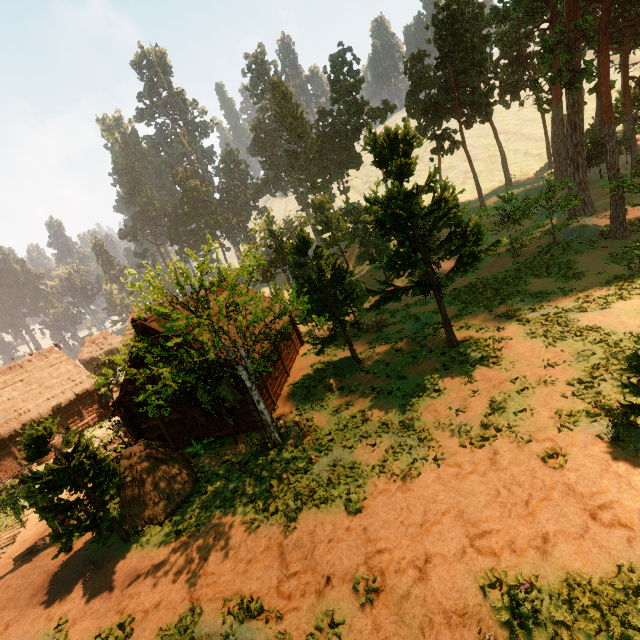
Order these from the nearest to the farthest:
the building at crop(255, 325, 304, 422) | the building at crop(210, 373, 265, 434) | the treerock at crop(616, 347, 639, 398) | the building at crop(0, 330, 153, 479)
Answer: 1. the treerock at crop(616, 347, 639, 398)
2. the building at crop(210, 373, 265, 434)
3. the building at crop(255, 325, 304, 422)
4. the building at crop(0, 330, 153, 479)

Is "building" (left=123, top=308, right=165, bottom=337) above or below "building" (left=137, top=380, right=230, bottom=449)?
above

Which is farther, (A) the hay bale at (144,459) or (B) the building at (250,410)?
(B) the building at (250,410)

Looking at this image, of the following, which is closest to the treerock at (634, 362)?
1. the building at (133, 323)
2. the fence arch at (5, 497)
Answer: the building at (133, 323)

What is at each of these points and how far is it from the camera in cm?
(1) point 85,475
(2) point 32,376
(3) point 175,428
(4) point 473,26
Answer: (1) treerock, 1207
(2) building, 2839
(3) building, 1870
(4) treerock, 4719

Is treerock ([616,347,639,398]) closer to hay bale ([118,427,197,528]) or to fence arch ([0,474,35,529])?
hay bale ([118,427,197,528])

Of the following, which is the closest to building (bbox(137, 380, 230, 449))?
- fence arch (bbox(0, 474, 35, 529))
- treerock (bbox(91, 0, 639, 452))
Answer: treerock (bbox(91, 0, 639, 452))

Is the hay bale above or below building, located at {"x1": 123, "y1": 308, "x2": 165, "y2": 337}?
below
